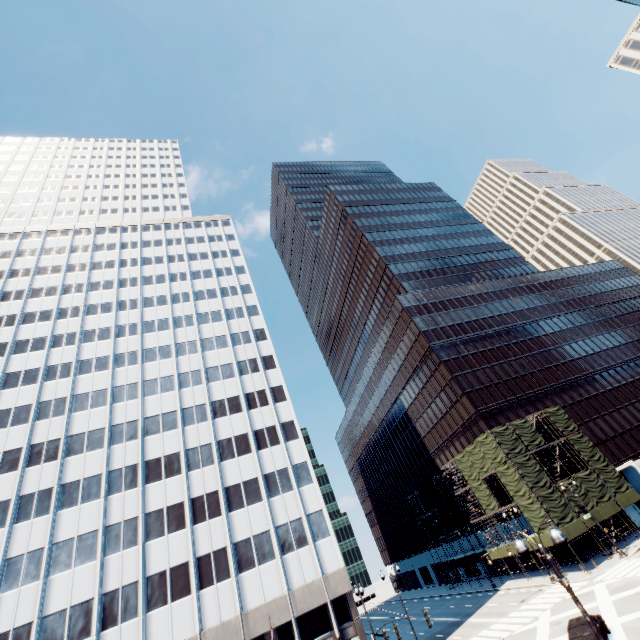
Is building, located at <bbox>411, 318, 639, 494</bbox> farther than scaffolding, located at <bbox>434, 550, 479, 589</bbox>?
No

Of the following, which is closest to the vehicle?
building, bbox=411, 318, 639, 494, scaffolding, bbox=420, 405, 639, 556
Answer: scaffolding, bbox=420, 405, 639, 556

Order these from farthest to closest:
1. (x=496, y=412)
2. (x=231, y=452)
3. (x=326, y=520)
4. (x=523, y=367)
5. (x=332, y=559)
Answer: (x=523, y=367) < (x=496, y=412) < (x=231, y=452) < (x=326, y=520) < (x=332, y=559)

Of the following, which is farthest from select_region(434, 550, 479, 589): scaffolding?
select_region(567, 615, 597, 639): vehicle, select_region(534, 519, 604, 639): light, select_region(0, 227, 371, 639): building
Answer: select_region(534, 519, 604, 639): light

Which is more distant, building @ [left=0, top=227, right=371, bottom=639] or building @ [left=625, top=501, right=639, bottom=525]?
building @ [left=625, top=501, right=639, bottom=525]

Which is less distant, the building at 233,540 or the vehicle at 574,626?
the vehicle at 574,626

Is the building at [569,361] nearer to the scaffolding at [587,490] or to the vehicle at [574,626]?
the scaffolding at [587,490]
